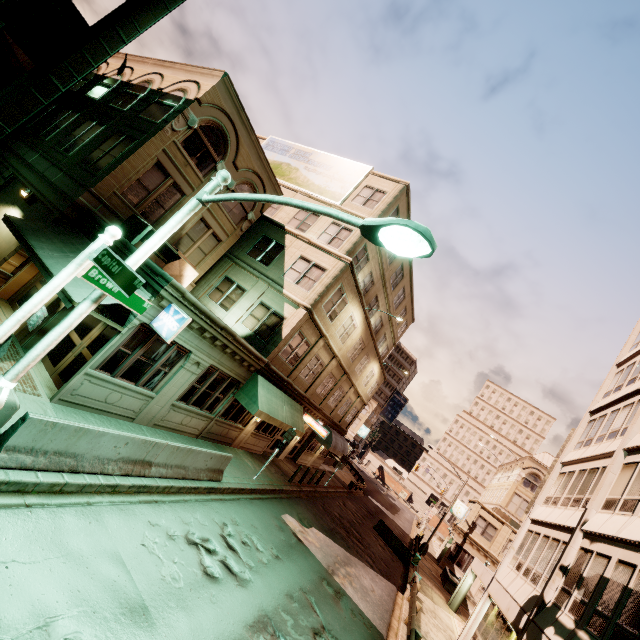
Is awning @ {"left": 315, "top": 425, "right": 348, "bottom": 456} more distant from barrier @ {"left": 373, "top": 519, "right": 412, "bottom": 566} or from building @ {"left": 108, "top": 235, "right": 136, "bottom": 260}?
barrier @ {"left": 373, "top": 519, "right": 412, "bottom": 566}

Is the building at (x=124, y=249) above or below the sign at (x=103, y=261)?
above

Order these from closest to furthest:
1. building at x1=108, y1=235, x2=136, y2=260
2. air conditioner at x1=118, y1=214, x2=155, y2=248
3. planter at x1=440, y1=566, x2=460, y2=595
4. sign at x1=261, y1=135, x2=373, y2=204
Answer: building at x1=108, y1=235, x2=136, y2=260
air conditioner at x1=118, y1=214, x2=155, y2=248
sign at x1=261, y1=135, x2=373, y2=204
planter at x1=440, y1=566, x2=460, y2=595

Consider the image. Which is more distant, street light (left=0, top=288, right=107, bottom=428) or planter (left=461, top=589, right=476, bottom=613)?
planter (left=461, top=589, right=476, bottom=613)

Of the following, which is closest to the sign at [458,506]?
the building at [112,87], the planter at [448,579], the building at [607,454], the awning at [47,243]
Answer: the building at [607,454]

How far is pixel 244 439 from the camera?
18.34m

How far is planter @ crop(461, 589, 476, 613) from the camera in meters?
25.7 m

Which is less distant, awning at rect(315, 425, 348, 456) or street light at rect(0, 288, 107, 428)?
street light at rect(0, 288, 107, 428)
